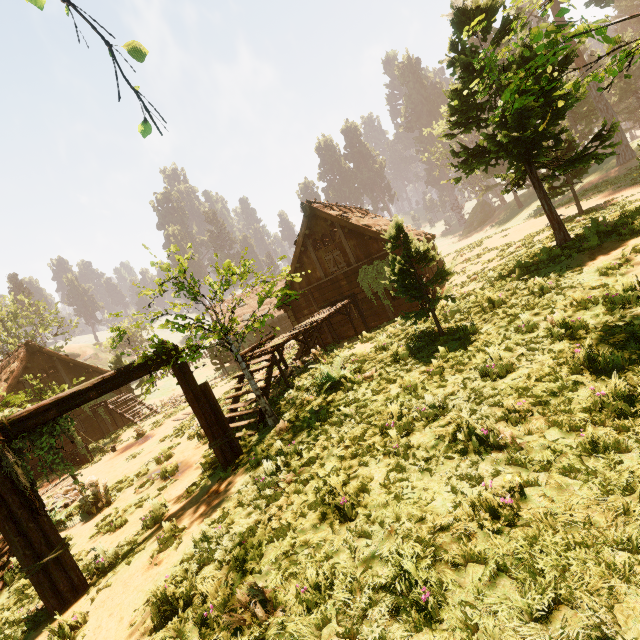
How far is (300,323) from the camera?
20.08m

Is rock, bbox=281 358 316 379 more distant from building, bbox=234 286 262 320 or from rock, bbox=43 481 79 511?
rock, bbox=43 481 79 511

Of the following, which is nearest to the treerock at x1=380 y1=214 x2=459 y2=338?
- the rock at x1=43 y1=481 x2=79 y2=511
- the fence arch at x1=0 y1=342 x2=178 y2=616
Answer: the fence arch at x1=0 y1=342 x2=178 y2=616

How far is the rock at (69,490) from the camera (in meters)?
11.43

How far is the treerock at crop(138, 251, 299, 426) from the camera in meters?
7.5 m

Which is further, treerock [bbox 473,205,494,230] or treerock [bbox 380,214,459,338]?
Result: treerock [bbox 473,205,494,230]

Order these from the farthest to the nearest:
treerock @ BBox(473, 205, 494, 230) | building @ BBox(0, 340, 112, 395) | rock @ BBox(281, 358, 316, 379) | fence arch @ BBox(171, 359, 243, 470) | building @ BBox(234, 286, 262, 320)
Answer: treerock @ BBox(473, 205, 494, 230), building @ BBox(234, 286, 262, 320), building @ BBox(0, 340, 112, 395), rock @ BBox(281, 358, 316, 379), fence arch @ BBox(171, 359, 243, 470)

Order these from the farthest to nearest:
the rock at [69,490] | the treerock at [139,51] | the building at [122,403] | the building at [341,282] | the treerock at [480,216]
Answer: the treerock at [480,216]
the building at [122,403]
the building at [341,282]
the rock at [69,490]
the treerock at [139,51]
